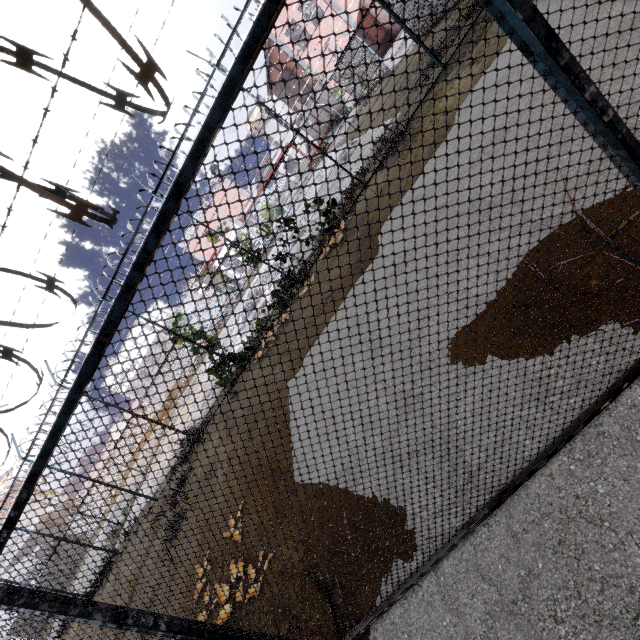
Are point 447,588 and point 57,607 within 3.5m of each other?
yes

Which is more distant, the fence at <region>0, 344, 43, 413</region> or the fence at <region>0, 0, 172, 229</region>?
the fence at <region>0, 344, 43, 413</region>

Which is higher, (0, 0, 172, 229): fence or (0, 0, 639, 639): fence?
(0, 0, 172, 229): fence

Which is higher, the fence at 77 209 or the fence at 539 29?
the fence at 77 209

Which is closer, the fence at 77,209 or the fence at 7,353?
the fence at 77,209
